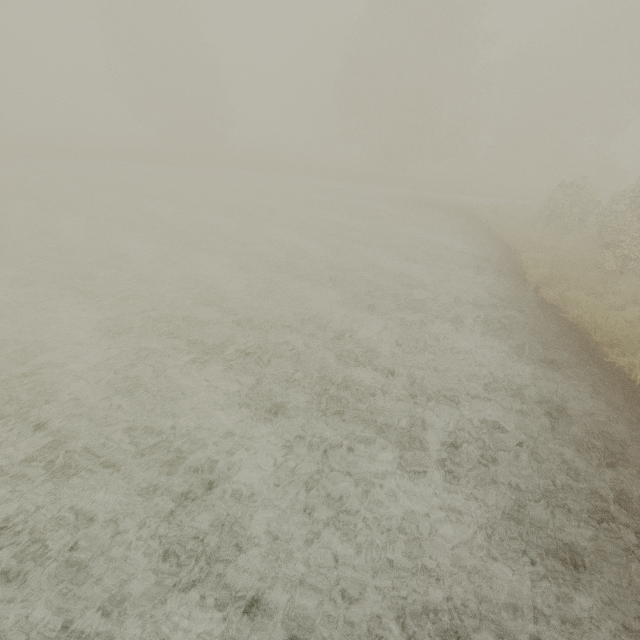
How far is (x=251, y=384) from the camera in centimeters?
741cm
